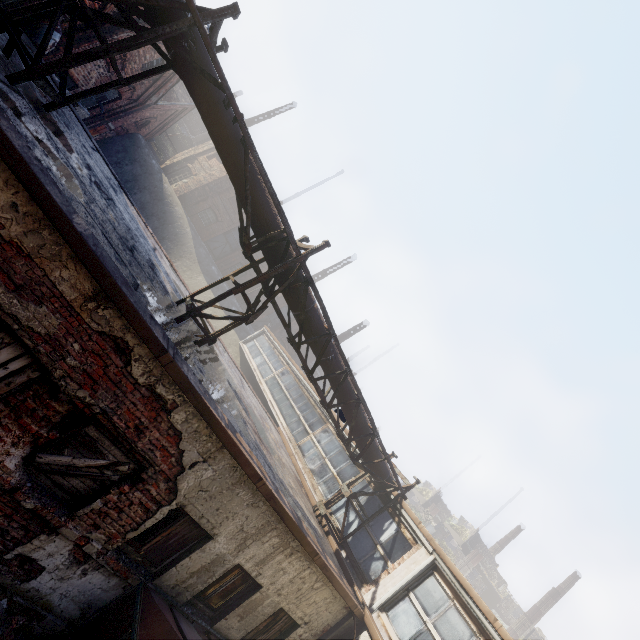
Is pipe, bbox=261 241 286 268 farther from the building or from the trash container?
the building

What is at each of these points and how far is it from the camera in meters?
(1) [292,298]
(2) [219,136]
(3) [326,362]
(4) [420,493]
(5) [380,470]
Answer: (1) pipe, 7.1 m
(2) pipe, 5.7 m
(3) pipe, 8.0 m
(4) building, 49.4 m
(5) pipe, 9.9 m

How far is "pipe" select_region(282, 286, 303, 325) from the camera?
7.1 meters

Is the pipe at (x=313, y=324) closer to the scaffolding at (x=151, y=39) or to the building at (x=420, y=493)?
the scaffolding at (x=151, y=39)

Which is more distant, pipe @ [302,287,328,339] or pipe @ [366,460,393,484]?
pipe @ [366,460,393,484]

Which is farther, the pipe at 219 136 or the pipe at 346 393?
the pipe at 346 393

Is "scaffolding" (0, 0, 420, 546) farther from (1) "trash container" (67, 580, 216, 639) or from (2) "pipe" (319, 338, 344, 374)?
(1) "trash container" (67, 580, 216, 639)
